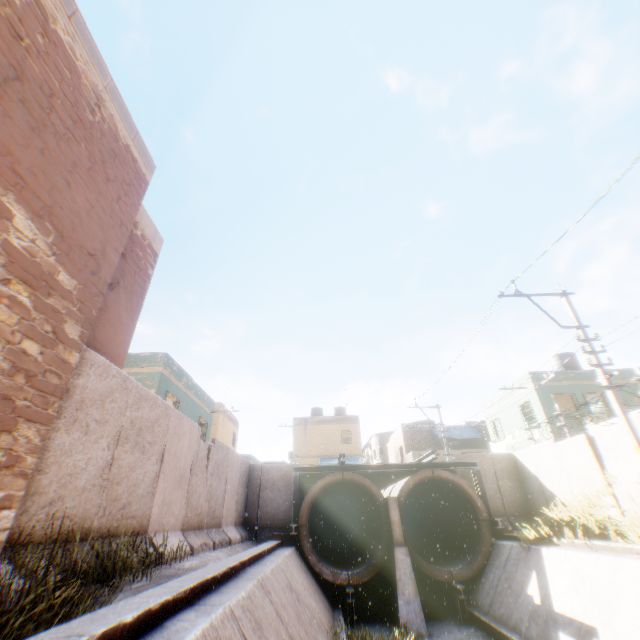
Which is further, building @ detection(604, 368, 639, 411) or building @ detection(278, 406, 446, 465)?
building @ detection(278, 406, 446, 465)

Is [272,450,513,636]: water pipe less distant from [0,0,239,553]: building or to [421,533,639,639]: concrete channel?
[421,533,639,639]: concrete channel

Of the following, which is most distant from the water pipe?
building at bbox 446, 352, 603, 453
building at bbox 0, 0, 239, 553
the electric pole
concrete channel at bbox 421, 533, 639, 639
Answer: the electric pole

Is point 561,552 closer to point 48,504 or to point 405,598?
point 405,598

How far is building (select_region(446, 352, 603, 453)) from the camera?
18.44m

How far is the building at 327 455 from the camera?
30.4m

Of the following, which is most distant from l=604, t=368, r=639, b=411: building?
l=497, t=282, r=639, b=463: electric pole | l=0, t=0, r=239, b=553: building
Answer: l=497, t=282, r=639, b=463: electric pole

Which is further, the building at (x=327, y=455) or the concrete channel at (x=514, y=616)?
the building at (x=327, y=455)
